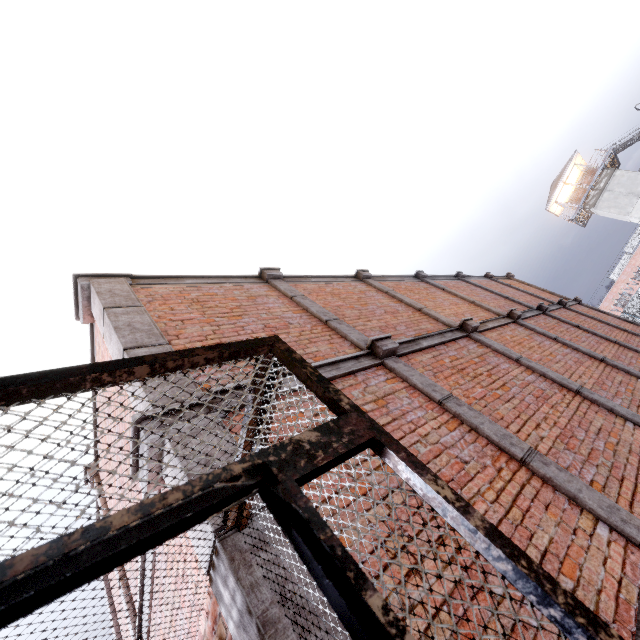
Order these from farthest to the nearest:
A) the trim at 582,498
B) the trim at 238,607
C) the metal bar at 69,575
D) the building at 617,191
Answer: the building at 617,191
the trim at 582,498
the trim at 238,607
the metal bar at 69,575

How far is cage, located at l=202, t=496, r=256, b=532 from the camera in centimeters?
187cm

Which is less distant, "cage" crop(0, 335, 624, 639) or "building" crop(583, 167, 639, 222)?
"cage" crop(0, 335, 624, 639)

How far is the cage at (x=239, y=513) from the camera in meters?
1.9

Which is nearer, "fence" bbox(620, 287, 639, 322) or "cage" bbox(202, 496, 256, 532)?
"cage" bbox(202, 496, 256, 532)

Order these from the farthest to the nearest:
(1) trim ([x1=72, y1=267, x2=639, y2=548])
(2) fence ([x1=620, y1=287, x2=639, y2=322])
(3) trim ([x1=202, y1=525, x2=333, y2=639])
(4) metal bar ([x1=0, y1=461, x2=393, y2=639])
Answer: (2) fence ([x1=620, y1=287, x2=639, y2=322])
(1) trim ([x1=72, y1=267, x2=639, y2=548])
(3) trim ([x1=202, y1=525, x2=333, y2=639])
(4) metal bar ([x1=0, y1=461, x2=393, y2=639])

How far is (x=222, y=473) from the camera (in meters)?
0.78

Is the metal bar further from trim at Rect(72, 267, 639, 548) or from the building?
the building
